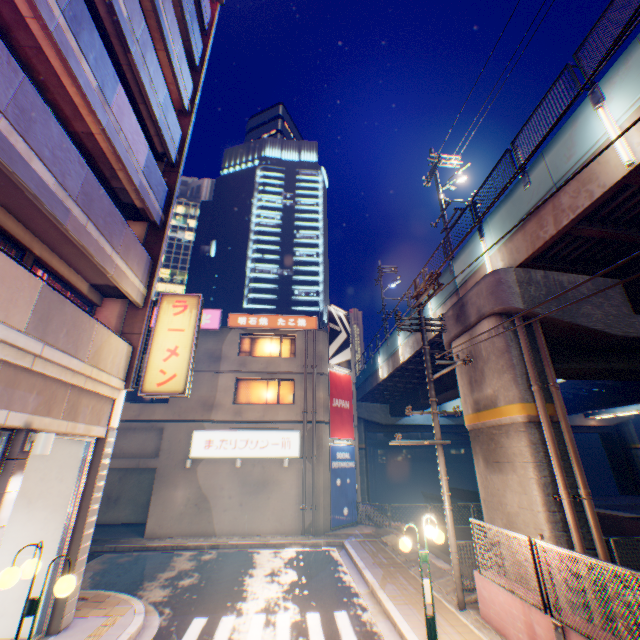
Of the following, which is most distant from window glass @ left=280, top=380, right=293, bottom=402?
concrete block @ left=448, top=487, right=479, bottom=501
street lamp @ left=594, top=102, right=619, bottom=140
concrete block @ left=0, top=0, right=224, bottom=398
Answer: street lamp @ left=594, top=102, right=619, bottom=140

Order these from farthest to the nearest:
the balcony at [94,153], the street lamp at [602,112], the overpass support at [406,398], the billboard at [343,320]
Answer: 1. the billboard at [343,320]
2. the overpass support at [406,398]
3. the street lamp at [602,112]
4. the balcony at [94,153]

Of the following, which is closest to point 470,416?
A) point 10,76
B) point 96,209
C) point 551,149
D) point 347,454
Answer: point 551,149

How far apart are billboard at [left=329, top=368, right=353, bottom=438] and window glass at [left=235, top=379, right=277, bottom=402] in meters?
2.1 m

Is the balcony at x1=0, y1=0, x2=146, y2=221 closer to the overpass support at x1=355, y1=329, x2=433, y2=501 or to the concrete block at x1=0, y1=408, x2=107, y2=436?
the concrete block at x1=0, y1=408, x2=107, y2=436

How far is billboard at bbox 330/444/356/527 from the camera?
18.4 meters

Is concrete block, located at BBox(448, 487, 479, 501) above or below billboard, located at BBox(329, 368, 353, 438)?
below

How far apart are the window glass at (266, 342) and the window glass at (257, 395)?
1.5m
